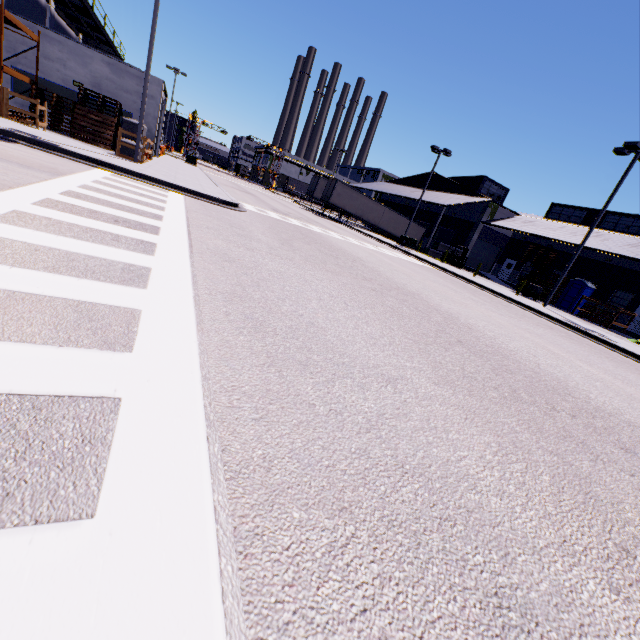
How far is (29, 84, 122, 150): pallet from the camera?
18.1m

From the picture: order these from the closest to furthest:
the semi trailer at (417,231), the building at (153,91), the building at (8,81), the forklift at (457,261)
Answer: the building at (8,81), the building at (153,91), the forklift at (457,261), the semi trailer at (417,231)

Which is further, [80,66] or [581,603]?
[80,66]

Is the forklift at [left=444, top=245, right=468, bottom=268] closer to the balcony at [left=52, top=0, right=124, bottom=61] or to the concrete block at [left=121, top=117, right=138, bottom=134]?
the concrete block at [left=121, top=117, right=138, bottom=134]

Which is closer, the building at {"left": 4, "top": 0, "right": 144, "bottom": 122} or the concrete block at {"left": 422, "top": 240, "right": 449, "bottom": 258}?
the building at {"left": 4, "top": 0, "right": 144, "bottom": 122}

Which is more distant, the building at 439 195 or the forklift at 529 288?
the building at 439 195

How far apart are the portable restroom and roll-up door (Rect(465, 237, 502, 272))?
11.8 meters

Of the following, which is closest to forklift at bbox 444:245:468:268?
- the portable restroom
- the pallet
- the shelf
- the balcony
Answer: the portable restroom
